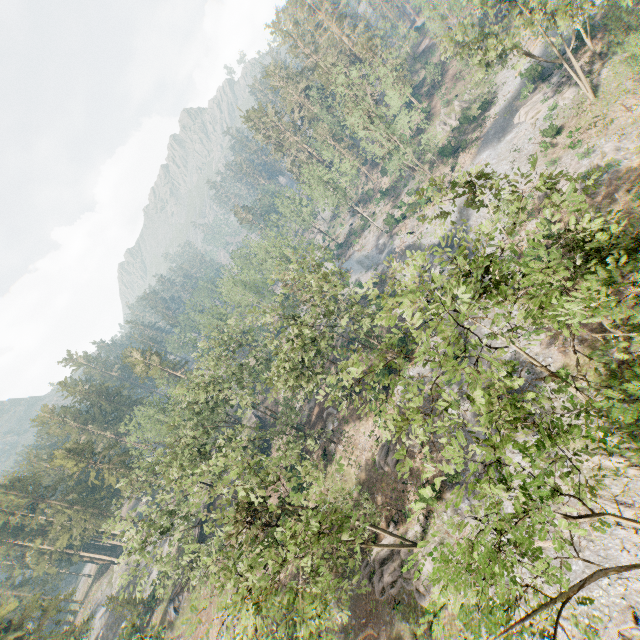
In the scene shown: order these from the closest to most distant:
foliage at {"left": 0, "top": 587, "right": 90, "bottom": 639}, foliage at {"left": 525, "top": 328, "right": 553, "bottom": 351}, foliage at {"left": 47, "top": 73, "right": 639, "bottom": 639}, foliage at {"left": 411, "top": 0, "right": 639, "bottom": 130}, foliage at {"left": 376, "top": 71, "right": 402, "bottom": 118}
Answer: foliage at {"left": 47, "top": 73, "right": 639, "bottom": 639}, foliage at {"left": 525, "top": 328, "right": 553, "bottom": 351}, foliage at {"left": 411, "top": 0, "right": 639, "bottom": 130}, foliage at {"left": 0, "top": 587, "right": 90, "bottom": 639}, foliage at {"left": 376, "top": 71, "right": 402, "bottom": 118}

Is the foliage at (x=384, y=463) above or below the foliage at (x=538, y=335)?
below

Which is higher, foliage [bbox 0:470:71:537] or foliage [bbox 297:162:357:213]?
foliage [bbox 0:470:71:537]

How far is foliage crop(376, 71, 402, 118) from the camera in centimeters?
4091cm

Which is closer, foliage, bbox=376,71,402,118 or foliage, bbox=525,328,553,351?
foliage, bbox=525,328,553,351

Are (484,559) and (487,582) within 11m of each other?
yes

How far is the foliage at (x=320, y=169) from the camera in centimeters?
5462cm
